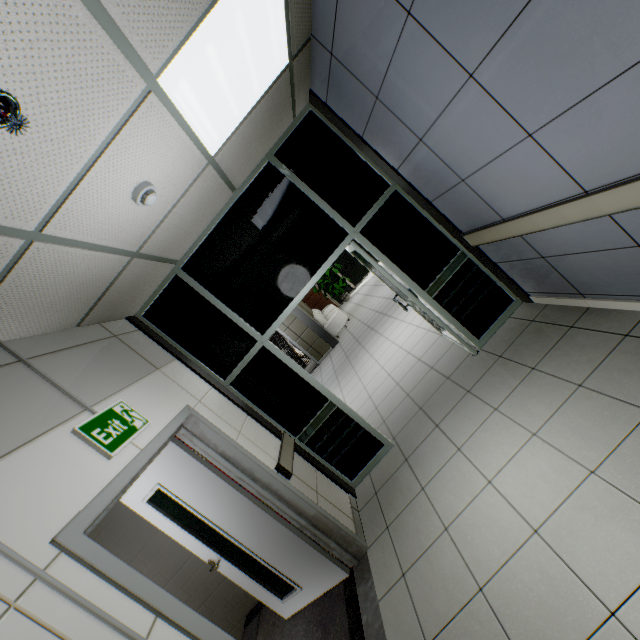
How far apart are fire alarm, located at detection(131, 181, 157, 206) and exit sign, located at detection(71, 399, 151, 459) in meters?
1.4 m

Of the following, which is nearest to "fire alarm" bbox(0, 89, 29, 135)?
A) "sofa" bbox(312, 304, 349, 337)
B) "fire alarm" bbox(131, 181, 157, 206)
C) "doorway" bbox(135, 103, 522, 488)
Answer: "fire alarm" bbox(131, 181, 157, 206)

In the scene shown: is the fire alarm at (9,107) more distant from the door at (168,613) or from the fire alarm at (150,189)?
the door at (168,613)

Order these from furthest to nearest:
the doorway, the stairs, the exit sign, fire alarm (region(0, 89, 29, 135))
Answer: the doorway → the stairs → the exit sign → fire alarm (region(0, 89, 29, 135))

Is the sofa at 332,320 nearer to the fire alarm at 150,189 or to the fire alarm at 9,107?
the fire alarm at 150,189

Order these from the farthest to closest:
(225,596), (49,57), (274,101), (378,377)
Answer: (378,377) → (225,596) → (274,101) → (49,57)

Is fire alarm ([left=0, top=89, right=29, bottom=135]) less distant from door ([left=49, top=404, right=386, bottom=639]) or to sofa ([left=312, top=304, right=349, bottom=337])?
door ([left=49, top=404, right=386, bottom=639])

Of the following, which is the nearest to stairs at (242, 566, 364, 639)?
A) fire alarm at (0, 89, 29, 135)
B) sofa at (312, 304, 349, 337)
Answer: fire alarm at (0, 89, 29, 135)
